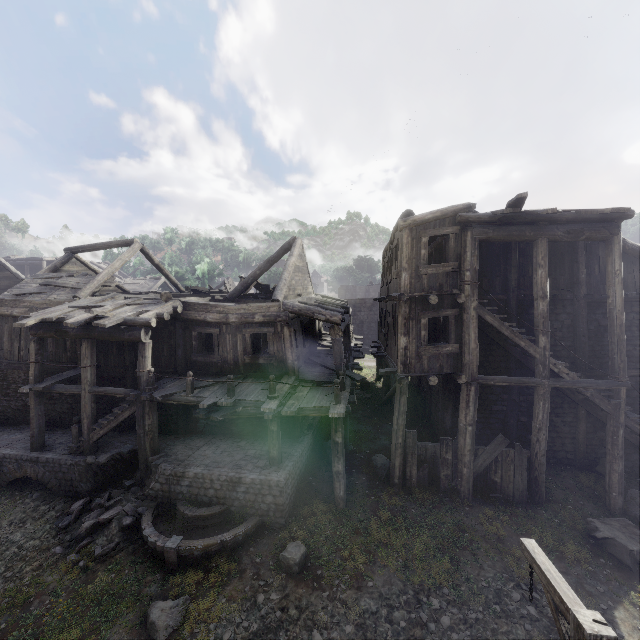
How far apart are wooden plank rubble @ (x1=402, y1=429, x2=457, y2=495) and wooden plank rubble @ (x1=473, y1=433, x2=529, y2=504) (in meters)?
0.49

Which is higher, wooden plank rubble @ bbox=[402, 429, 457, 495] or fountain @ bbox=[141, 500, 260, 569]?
wooden plank rubble @ bbox=[402, 429, 457, 495]

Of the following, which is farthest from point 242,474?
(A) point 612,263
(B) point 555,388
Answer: (A) point 612,263

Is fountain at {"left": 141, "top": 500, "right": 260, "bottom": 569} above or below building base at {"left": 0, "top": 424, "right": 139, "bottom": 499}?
below

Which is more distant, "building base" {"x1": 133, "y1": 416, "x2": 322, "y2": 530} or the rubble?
"building base" {"x1": 133, "y1": 416, "x2": 322, "y2": 530}

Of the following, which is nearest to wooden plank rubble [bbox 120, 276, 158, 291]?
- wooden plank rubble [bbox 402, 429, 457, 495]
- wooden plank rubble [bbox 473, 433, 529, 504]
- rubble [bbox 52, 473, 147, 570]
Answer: rubble [bbox 52, 473, 147, 570]

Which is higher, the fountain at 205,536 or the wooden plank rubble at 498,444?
the wooden plank rubble at 498,444

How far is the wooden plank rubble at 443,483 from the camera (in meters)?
11.20
